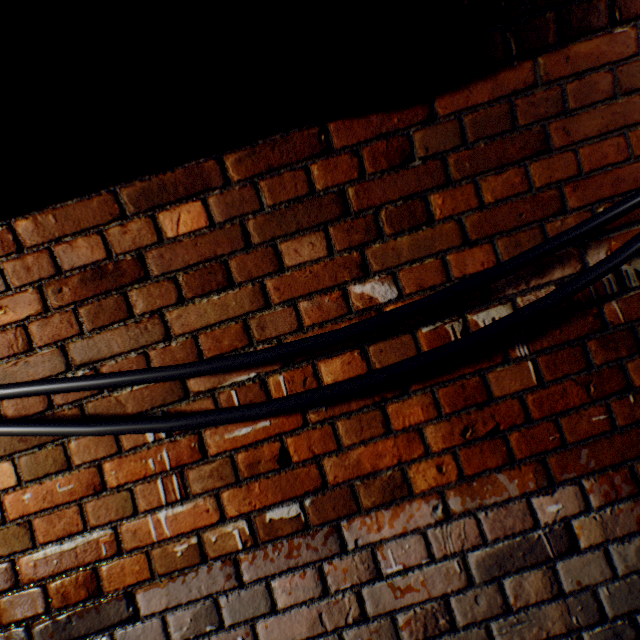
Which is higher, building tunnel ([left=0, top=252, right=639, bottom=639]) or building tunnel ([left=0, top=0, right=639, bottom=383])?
building tunnel ([left=0, top=0, right=639, bottom=383])

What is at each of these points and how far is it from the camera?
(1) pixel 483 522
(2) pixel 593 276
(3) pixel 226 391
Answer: (1) building tunnel, 0.9 meters
(2) wire, 0.9 meters
(3) building tunnel, 1.0 meters

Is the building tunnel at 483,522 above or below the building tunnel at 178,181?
below

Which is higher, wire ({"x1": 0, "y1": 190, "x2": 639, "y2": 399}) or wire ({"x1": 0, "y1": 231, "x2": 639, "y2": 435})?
wire ({"x1": 0, "y1": 190, "x2": 639, "y2": 399})

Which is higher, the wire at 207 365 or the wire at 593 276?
the wire at 207 365

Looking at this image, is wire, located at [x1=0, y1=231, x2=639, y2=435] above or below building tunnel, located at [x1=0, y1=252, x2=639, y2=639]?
above
